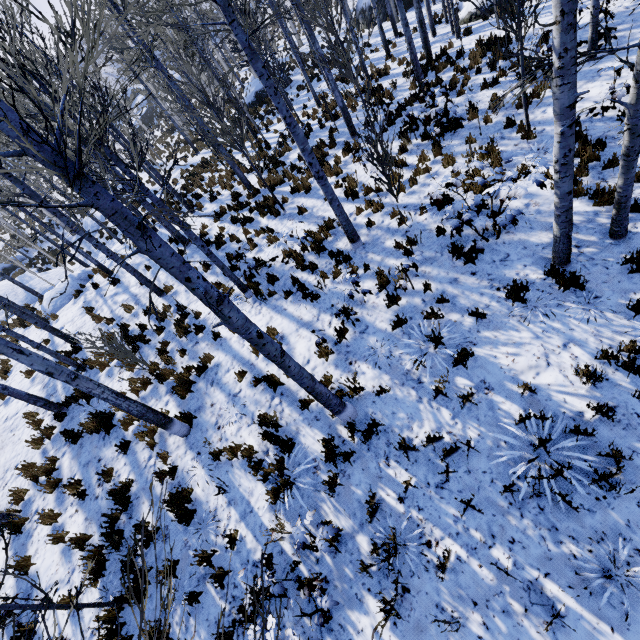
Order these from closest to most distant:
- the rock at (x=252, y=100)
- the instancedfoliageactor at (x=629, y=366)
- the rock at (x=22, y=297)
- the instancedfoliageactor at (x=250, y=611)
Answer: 1. the instancedfoliageactor at (x=250, y=611)
2. the instancedfoliageactor at (x=629, y=366)
3. the rock at (x=22, y=297)
4. the rock at (x=252, y=100)

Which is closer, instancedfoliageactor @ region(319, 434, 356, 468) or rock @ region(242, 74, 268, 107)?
instancedfoliageactor @ region(319, 434, 356, 468)

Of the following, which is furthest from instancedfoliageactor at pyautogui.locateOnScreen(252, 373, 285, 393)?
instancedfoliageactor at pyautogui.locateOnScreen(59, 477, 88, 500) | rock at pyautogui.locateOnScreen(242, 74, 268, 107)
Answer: rock at pyautogui.locateOnScreen(242, 74, 268, 107)

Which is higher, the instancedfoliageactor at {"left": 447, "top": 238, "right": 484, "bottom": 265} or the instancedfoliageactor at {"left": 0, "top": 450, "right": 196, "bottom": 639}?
the instancedfoliageactor at {"left": 0, "top": 450, "right": 196, "bottom": 639}

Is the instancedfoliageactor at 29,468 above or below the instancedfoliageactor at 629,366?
above

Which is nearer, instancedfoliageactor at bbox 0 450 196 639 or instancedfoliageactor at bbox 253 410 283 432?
instancedfoliageactor at bbox 0 450 196 639

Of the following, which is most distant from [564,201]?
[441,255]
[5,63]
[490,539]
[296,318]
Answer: [5,63]
